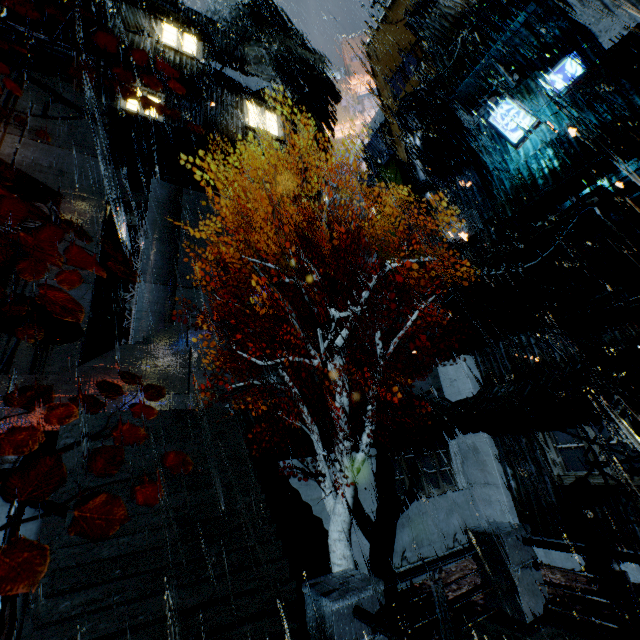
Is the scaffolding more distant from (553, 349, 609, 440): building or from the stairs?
the stairs

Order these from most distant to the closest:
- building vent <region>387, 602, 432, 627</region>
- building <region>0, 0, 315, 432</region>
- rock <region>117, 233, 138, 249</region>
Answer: rock <region>117, 233, 138, 249</region> → building <region>0, 0, 315, 432</region> → building vent <region>387, 602, 432, 627</region>

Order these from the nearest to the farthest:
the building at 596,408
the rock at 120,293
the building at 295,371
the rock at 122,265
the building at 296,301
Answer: the building at 596,408
the building at 295,371
the building at 296,301
the rock at 120,293
the rock at 122,265

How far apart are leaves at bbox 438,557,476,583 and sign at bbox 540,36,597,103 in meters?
15.7 m

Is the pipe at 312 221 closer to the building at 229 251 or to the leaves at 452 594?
the building at 229 251

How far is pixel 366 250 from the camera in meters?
29.6 m

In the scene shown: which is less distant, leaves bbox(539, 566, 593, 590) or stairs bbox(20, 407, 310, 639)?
stairs bbox(20, 407, 310, 639)

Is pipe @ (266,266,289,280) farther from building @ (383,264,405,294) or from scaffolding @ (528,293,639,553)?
scaffolding @ (528,293,639,553)
